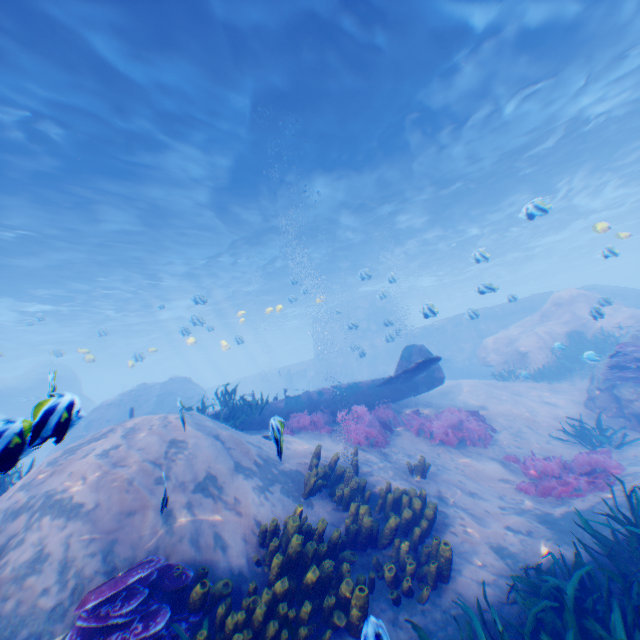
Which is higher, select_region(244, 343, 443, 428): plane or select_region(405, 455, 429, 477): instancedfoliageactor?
select_region(244, 343, 443, 428): plane

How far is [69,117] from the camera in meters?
9.5 m

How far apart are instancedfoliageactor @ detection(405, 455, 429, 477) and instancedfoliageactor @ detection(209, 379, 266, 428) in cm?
446

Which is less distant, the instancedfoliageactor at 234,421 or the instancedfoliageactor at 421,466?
the instancedfoliageactor at 421,466

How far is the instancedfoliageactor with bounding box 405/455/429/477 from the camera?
7.5 meters

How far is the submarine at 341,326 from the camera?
25.3m

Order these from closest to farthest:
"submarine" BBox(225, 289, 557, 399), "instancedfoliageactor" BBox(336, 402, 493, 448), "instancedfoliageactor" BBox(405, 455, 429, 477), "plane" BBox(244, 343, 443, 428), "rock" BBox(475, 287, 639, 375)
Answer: "instancedfoliageactor" BBox(405, 455, 429, 477), "instancedfoliageactor" BBox(336, 402, 493, 448), "plane" BBox(244, 343, 443, 428), "rock" BBox(475, 287, 639, 375), "submarine" BBox(225, 289, 557, 399)

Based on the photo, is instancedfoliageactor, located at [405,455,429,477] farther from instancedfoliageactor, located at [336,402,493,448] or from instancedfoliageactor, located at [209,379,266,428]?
instancedfoliageactor, located at [209,379,266,428]
